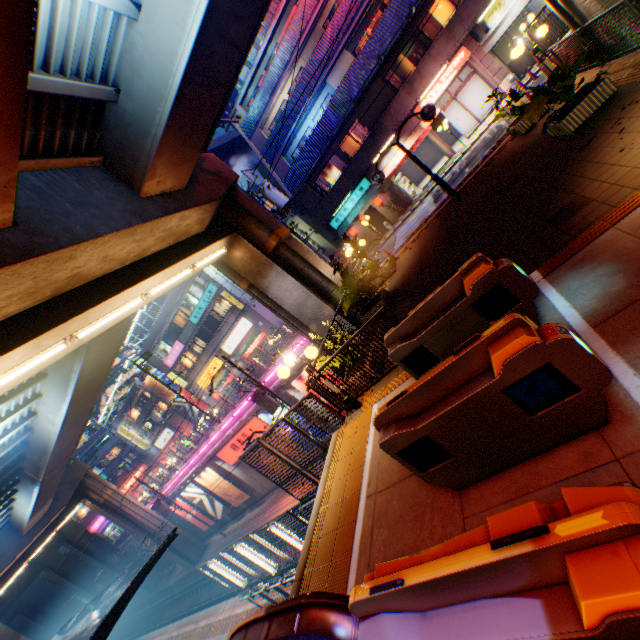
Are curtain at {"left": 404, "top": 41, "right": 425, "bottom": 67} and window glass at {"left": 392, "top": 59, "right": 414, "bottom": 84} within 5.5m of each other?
yes

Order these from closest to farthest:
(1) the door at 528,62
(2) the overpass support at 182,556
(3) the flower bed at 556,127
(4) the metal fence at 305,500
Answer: (3) the flower bed at 556,127, (4) the metal fence at 305,500, (1) the door at 528,62, (2) the overpass support at 182,556

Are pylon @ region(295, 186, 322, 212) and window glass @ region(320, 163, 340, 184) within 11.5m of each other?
yes

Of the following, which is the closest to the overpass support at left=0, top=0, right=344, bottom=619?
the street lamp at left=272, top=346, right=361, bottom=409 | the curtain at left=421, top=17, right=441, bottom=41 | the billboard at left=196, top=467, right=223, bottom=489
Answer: the street lamp at left=272, top=346, right=361, bottom=409

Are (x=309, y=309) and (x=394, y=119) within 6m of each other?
no

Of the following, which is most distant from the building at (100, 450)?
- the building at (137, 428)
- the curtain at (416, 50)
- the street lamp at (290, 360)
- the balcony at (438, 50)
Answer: the curtain at (416, 50)

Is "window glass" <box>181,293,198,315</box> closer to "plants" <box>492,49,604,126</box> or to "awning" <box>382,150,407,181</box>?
"awning" <box>382,150,407,181</box>

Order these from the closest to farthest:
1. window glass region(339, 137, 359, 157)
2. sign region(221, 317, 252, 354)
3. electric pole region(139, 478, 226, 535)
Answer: window glass region(339, 137, 359, 157)
electric pole region(139, 478, 226, 535)
sign region(221, 317, 252, 354)
